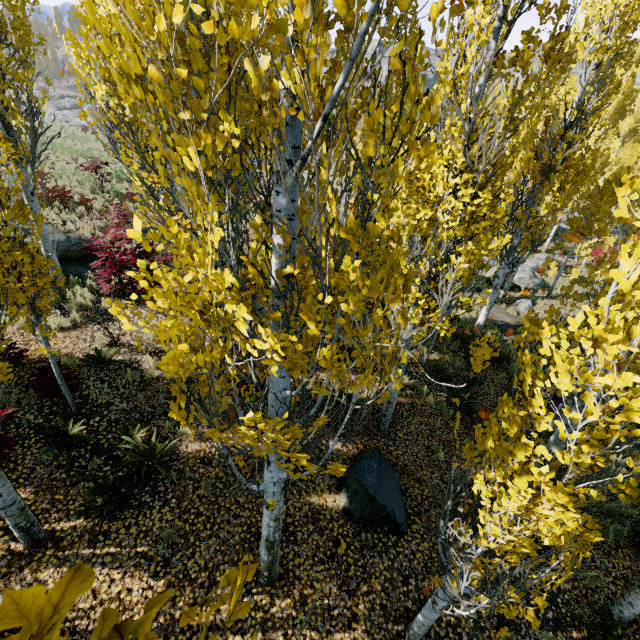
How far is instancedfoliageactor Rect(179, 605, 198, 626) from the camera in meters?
0.7

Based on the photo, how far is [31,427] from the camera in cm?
623

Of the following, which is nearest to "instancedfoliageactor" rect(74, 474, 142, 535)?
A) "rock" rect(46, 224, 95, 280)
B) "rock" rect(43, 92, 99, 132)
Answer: "rock" rect(46, 224, 95, 280)

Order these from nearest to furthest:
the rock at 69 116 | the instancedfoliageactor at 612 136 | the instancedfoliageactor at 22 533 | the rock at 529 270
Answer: the instancedfoliageactor at 612 136 < the instancedfoliageactor at 22 533 < the rock at 529 270 < the rock at 69 116

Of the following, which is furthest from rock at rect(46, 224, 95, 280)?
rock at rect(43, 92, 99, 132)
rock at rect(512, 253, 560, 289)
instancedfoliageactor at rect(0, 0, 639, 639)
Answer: rock at rect(43, 92, 99, 132)

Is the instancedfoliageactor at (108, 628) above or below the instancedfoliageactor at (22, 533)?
above

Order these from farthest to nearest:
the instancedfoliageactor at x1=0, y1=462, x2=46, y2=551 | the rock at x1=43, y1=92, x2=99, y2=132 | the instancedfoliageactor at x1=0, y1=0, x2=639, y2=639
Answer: the rock at x1=43, y1=92, x2=99, y2=132, the instancedfoliageactor at x1=0, y1=462, x2=46, y2=551, the instancedfoliageactor at x1=0, y1=0, x2=639, y2=639
